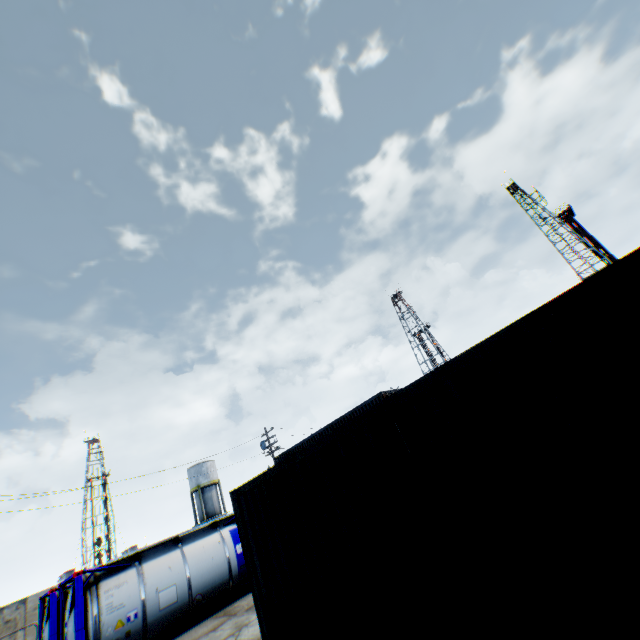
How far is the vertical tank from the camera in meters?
45.2 m

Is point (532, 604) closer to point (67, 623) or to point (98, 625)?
point (98, 625)

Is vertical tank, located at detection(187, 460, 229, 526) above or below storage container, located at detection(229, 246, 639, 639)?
above

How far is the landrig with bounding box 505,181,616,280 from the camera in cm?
4816

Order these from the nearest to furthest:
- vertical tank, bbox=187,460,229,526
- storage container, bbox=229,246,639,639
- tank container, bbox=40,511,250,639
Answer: storage container, bbox=229,246,639,639 < tank container, bbox=40,511,250,639 < vertical tank, bbox=187,460,229,526

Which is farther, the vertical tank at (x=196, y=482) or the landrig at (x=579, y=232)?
the landrig at (x=579, y=232)

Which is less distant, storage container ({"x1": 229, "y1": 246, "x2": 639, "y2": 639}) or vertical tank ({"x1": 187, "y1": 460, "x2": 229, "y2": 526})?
storage container ({"x1": 229, "y1": 246, "x2": 639, "y2": 639})

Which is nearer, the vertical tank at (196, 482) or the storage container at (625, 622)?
the storage container at (625, 622)
